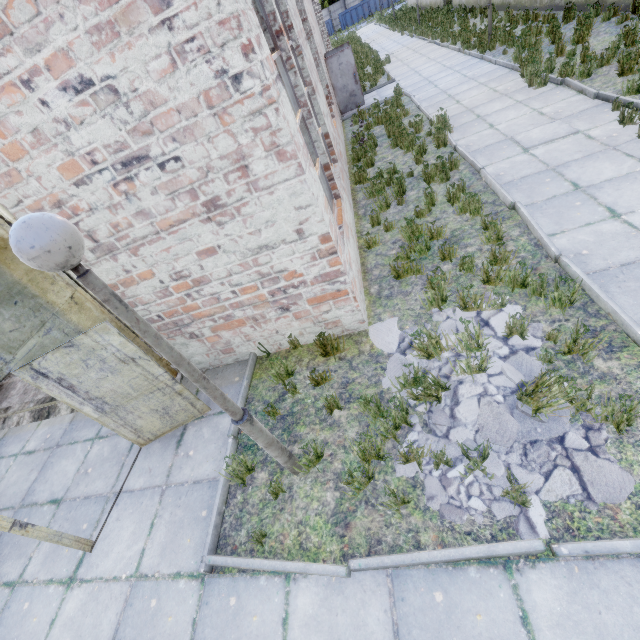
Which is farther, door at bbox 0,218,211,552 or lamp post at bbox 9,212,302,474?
door at bbox 0,218,211,552

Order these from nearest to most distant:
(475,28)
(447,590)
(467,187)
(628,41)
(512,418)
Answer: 1. (447,590)
2. (512,418)
3. (467,187)
4. (628,41)
5. (475,28)

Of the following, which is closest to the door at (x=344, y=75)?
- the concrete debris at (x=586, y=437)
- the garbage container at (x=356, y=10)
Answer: the concrete debris at (x=586, y=437)

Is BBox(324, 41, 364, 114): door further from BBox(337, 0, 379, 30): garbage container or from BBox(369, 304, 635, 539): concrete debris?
BBox(337, 0, 379, 30): garbage container

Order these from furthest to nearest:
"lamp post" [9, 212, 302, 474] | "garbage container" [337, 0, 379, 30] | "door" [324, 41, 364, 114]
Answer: "garbage container" [337, 0, 379, 30] → "door" [324, 41, 364, 114] → "lamp post" [9, 212, 302, 474]

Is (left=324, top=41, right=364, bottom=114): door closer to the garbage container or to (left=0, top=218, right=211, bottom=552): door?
(left=0, top=218, right=211, bottom=552): door

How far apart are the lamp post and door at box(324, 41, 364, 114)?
15.5 meters

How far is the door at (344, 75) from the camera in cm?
1332
